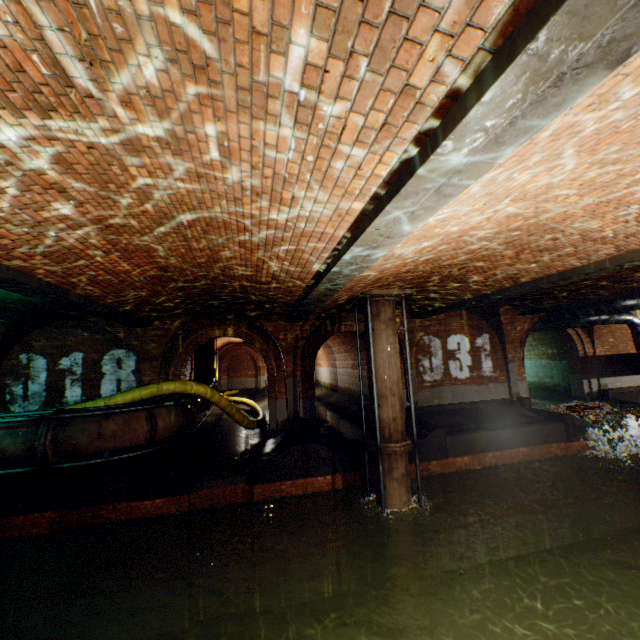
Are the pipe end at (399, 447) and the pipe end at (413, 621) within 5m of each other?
yes

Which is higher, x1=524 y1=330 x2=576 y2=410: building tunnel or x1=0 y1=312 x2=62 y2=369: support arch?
x1=0 y1=312 x2=62 y2=369: support arch

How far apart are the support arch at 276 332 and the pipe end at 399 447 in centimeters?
344cm

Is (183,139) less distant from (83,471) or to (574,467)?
(83,471)

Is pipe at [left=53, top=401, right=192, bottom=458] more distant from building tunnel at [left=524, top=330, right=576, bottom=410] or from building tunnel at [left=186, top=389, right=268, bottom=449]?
building tunnel at [left=524, top=330, right=576, bottom=410]

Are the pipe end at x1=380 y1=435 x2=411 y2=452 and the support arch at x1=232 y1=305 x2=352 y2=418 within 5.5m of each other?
yes

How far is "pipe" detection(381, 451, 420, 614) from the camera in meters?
8.3

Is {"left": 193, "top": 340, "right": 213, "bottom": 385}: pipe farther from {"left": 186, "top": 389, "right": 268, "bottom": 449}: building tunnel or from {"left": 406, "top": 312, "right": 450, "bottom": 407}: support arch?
{"left": 406, "top": 312, "right": 450, "bottom": 407}: support arch
